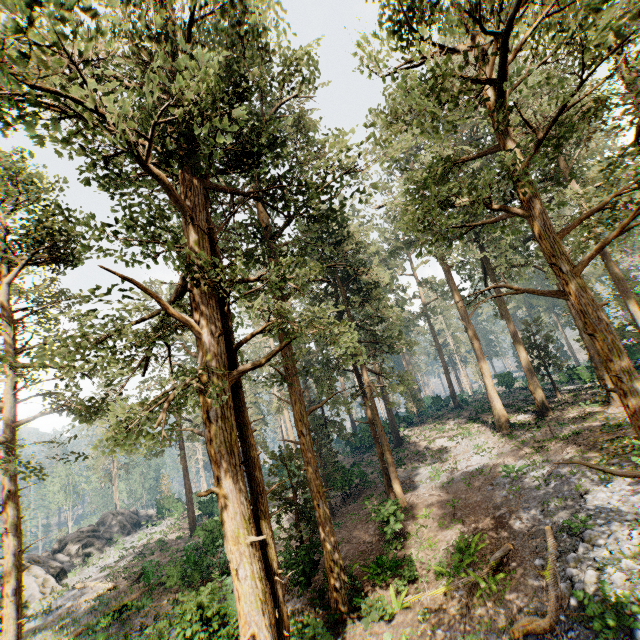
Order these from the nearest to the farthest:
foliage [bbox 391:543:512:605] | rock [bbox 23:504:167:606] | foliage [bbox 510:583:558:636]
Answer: foliage [bbox 510:583:558:636], foliage [bbox 391:543:512:605], rock [bbox 23:504:167:606]

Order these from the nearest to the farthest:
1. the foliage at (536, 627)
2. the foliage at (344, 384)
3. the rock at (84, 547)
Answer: the foliage at (344, 384), the foliage at (536, 627), the rock at (84, 547)

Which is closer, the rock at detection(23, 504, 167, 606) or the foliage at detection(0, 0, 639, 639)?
the foliage at detection(0, 0, 639, 639)

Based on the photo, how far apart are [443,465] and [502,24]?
25.5m

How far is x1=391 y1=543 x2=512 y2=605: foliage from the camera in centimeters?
1210cm

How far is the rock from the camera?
28.3 meters

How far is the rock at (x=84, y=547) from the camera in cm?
2831
